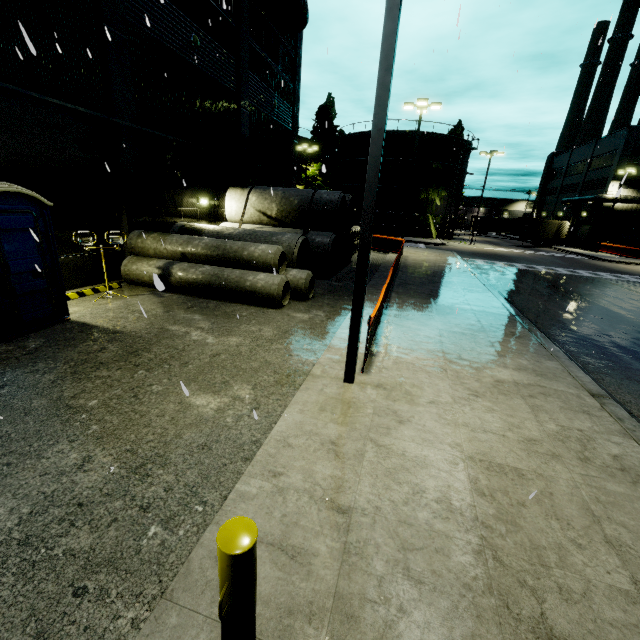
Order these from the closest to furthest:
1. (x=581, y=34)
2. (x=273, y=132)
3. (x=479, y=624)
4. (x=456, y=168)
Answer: (x=479, y=624) → (x=581, y=34) → (x=273, y=132) → (x=456, y=168)

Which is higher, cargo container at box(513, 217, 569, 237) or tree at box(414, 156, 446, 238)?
tree at box(414, 156, 446, 238)

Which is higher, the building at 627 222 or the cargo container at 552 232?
the building at 627 222

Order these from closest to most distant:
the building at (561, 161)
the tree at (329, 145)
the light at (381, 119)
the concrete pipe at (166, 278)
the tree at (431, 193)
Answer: the light at (381, 119) → the concrete pipe at (166, 278) → the tree at (431, 193) → the building at (561, 161) → the tree at (329, 145)

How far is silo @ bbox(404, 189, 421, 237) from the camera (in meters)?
40.17

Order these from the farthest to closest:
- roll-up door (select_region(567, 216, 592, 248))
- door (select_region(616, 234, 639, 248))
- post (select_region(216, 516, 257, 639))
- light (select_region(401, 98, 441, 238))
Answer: roll-up door (select_region(567, 216, 592, 248))
door (select_region(616, 234, 639, 248))
light (select_region(401, 98, 441, 238))
post (select_region(216, 516, 257, 639))

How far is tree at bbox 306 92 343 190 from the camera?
41.1m

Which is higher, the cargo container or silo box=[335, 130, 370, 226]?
silo box=[335, 130, 370, 226]
